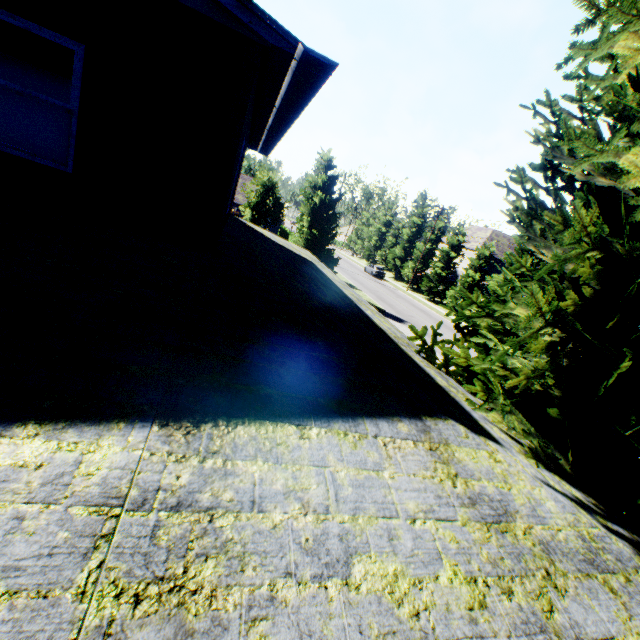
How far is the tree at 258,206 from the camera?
29.3m

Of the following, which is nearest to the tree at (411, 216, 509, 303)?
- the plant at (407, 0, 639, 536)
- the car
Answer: the car

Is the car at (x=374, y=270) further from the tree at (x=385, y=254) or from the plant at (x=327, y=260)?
the plant at (x=327, y=260)

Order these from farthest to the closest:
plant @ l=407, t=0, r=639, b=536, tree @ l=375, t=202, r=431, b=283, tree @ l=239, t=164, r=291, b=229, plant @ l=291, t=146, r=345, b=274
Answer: tree @ l=375, t=202, r=431, b=283, tree @ l=239, t=164, r=291, b=229, plant @ l=291, t=146, r=345, b=274, plant @ l=407, t=0, r=639, b=536

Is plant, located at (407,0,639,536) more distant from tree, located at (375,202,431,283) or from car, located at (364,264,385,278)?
car, located at (364,264,385,278)

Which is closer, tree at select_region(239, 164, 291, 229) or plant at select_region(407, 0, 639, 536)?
plant at select_region(407, 0, 639, 536)

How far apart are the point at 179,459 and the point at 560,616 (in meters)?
2.87
